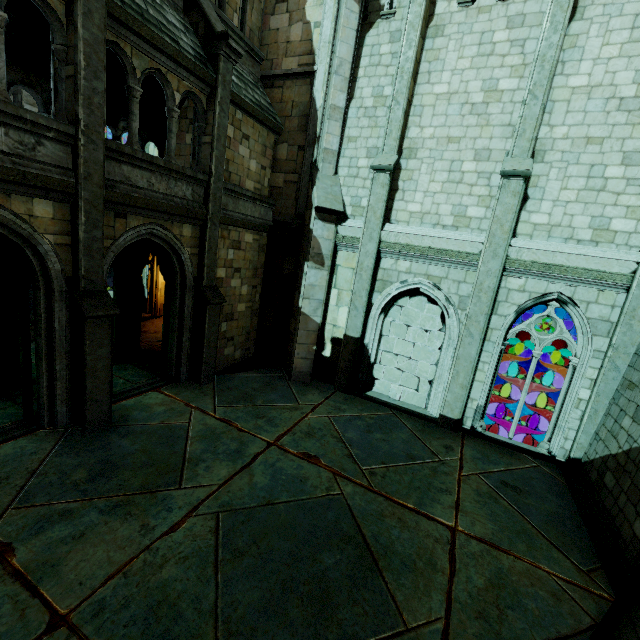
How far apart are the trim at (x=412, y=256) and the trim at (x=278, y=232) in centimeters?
256cm

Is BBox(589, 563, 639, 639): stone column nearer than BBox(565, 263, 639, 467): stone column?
Yes

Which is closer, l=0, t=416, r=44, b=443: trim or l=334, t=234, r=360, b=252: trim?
l=0, t=416, r=44, b=443: trim

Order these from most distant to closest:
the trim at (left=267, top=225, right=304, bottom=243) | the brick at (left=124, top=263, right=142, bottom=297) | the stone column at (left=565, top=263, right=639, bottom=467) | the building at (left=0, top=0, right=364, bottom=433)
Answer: the trim at (left=267, top=225, right=304, bottom=243)
the brick at (left=124, top=263, right=142, bottom=297)
the stone column at (left=565, top=263, right=639, bottom=467)
the building at (left=0, top=0, right=364, bottom=433)

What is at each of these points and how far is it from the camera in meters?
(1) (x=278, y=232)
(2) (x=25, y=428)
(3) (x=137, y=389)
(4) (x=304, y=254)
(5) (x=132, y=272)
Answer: (1) trim, 11.2
(2) trim, 6.6
(3) trim, 8.9
(4) building, 10.5
(5) brick, 10.4

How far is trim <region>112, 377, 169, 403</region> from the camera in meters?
8.3 m

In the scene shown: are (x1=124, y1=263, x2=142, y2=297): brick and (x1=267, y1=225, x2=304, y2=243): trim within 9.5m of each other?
yes

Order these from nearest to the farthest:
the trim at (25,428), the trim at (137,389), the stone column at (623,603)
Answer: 1. the stone column at (623,603)
2. the trim at (25,428)
3. the trim at (137,389)
